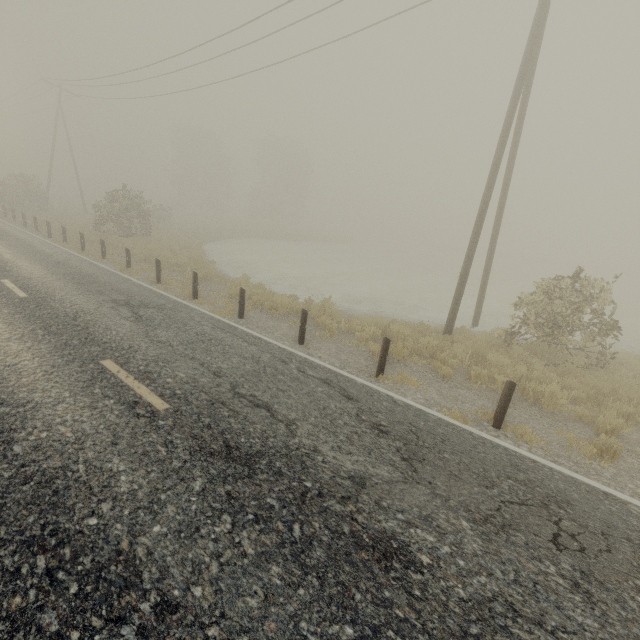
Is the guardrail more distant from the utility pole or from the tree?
the tree

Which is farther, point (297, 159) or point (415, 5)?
point (297, 159)

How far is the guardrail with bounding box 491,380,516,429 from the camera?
6.07m

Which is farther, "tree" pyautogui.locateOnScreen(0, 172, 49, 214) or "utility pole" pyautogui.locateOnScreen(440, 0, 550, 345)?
"tree" pyautogui.locateOnScreen(0, 172, 49, 214)

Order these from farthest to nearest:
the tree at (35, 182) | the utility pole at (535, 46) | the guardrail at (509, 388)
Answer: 1. the tree at (35, 182)
2. the utility pole at (535, 46)
3. the guardrail at (509, 388)

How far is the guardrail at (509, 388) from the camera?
6.07m

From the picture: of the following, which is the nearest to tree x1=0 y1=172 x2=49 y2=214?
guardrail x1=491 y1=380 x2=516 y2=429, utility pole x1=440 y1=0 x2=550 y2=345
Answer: utility pole x1=440 y1=0 x2=550 y2=345
